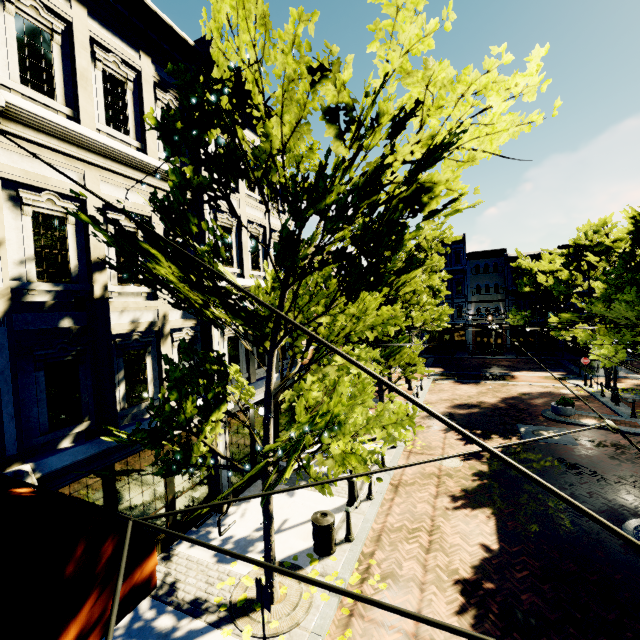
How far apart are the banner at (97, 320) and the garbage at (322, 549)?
4.99m

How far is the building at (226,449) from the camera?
10.3m

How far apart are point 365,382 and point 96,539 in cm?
547

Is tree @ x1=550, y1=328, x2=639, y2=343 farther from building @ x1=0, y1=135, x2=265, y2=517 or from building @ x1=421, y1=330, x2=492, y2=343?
building @ x1=0, y1=135, x2=265, y2=517

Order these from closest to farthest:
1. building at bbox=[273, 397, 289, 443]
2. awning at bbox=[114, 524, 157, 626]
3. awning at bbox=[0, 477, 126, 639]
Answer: awning at bbox=[0, 477, 126, 639], awning at bbox=[114, 524, 157, 626], building at bbox=[273, 397, 289, 443]

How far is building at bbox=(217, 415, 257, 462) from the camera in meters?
10.3

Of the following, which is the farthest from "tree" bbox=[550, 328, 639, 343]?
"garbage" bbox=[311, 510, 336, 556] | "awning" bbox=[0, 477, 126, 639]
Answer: "garbage" bbox=[311, 510, 336, 556]
